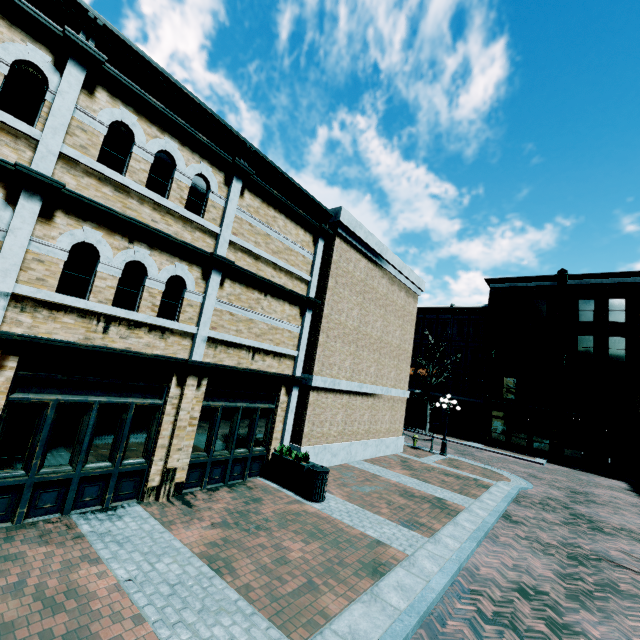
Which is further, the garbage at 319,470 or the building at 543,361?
the building at 543,361

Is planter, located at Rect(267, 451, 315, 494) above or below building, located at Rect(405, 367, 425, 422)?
below

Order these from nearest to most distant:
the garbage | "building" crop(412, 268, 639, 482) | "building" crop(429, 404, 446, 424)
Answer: the garbage, "building" crop(412, 268, 639, 482), "building" crop(429, 404, 446, 424)

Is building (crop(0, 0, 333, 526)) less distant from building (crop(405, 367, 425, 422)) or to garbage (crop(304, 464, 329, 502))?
building (crop(405, 367, 425, 422))

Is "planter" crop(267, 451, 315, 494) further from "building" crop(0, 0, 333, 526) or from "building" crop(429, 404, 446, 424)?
"building" crop(429, 404, 446, 424)

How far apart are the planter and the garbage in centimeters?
5cm

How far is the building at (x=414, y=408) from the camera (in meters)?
35.81

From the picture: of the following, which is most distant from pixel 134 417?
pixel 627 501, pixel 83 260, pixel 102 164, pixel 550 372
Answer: pixel 550 372
